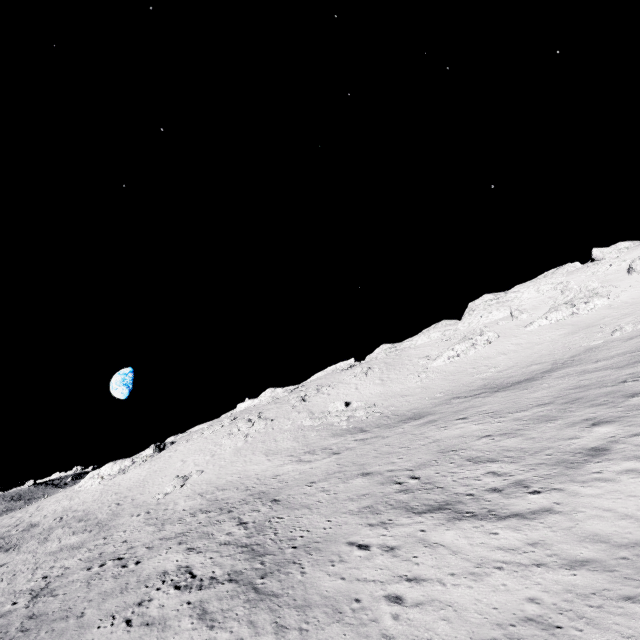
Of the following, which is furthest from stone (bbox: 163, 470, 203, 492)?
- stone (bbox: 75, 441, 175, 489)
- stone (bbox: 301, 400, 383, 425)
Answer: stone (bbox: 75, 441, 175, 489)

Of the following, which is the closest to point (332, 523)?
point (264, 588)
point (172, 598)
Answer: point (264, 588)

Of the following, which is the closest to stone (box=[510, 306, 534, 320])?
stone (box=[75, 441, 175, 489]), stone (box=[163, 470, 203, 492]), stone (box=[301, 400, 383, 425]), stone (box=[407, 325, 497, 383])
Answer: stone (box=[407, 325, 497, 383])

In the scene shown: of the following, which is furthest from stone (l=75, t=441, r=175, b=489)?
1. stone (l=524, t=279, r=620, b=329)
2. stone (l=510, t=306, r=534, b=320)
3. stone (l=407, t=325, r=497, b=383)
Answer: stone (l=510, t=306, r=534, b=320)

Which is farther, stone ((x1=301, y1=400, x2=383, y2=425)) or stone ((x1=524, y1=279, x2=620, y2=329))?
stone ((x1=524, y1=279, x2=620, y2=329))

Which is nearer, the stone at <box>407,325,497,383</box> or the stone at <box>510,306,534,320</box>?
the stone at <box>407,325,497,383</box>

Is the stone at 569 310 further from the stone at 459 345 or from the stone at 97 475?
the stone at 97 475

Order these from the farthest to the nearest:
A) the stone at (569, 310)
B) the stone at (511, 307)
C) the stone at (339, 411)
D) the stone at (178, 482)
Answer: the stone at (511, 307), the stone at (569, 310), the stone at (339, 411), the stone at (178, 482)
